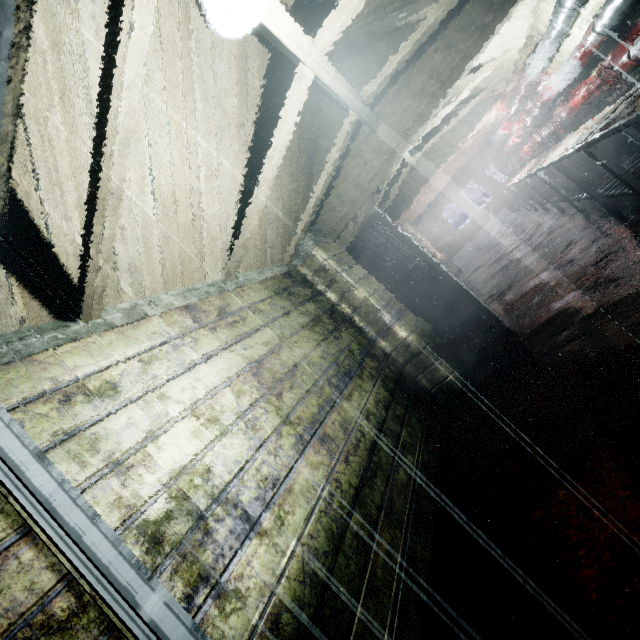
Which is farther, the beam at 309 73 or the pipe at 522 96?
Result: the pipe at 522 96

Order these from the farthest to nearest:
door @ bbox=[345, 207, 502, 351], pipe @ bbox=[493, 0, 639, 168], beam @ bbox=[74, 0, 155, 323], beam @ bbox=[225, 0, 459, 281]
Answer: door @ bbox=[345, 207, 502, 351]
pipe @ bbox=[493, 0, 639, 168]
beam @ bbox=[225, 0, 459, 281]
beam @ bbox=[74, 0, 155, 323]

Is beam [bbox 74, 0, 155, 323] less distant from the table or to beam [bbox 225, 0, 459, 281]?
beam [bbox 225, 0, 459, 281]

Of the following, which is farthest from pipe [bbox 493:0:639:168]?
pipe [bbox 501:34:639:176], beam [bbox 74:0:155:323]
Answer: beam [bbox 74:0:155:323]

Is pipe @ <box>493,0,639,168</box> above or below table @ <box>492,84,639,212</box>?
above

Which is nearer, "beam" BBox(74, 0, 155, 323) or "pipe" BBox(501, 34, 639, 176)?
"beam" BBox(74, 0, 155, 323)

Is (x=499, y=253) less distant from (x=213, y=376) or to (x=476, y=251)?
(x=476, y=251)

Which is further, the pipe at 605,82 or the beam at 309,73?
the pipe at 605,82
